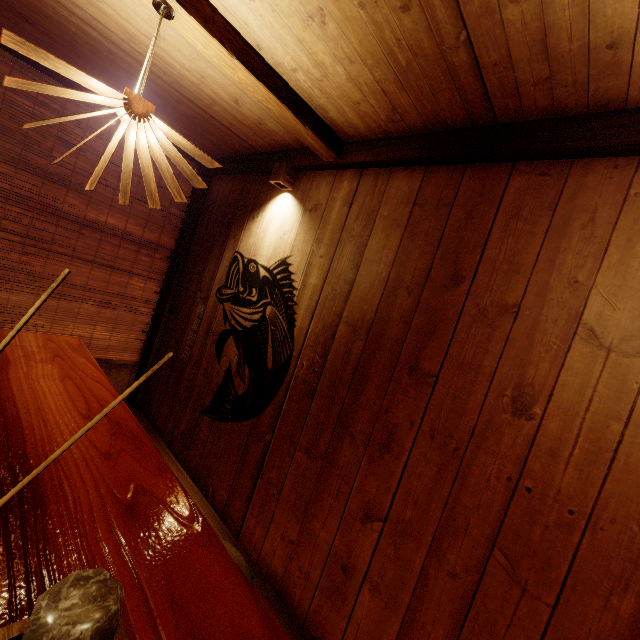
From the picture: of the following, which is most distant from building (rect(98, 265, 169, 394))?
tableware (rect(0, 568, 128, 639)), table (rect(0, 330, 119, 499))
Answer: tableware (rect(0, 568, 128, 639))

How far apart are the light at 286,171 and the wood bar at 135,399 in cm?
227

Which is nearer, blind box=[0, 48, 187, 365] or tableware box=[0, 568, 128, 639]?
tableware box=[0, 568, 128, 639]

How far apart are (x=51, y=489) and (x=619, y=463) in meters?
3.3

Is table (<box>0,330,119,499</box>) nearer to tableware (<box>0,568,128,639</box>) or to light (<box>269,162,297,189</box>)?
tableware (<box>0,568,128,639</box>)

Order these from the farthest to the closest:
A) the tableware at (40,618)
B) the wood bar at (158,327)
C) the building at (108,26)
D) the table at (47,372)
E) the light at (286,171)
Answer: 1. the wood bar at (158,327)
2. the light at (286,171)
3. the building at (108,26)
4. the table at (47,372)
5. the tableware at (40,618)

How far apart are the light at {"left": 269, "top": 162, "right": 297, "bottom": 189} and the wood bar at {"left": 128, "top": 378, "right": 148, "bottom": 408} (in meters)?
2.27

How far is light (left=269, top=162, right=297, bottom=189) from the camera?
4.5m
